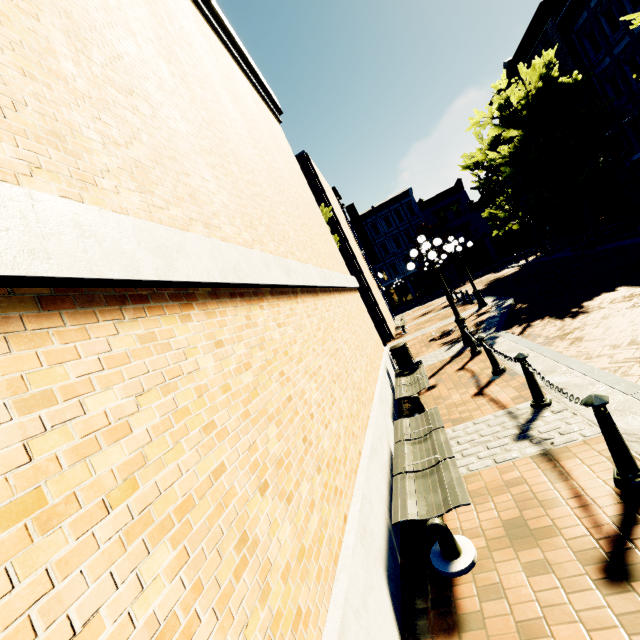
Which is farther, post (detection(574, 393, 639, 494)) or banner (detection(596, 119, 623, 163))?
banner (detection(596, 119, 623, 163))

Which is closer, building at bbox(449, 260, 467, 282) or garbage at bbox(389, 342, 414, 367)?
garbage at bbox(389, 342, 414, 367)

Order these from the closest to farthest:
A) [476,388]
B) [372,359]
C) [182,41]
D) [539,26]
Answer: [182,41]
[476,388]
[372,359]
[539,26]

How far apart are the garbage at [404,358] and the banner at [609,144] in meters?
21.3

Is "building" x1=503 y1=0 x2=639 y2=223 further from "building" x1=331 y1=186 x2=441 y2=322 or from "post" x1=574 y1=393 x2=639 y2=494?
"post" x1=574 y1=393 x2=639 y2=494

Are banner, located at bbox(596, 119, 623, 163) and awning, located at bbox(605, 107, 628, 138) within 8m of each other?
yes

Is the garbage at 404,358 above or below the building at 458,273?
below

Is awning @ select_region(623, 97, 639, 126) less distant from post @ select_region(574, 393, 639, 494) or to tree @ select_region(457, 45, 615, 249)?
tree @ select_region(457, 45, 615, 249)
